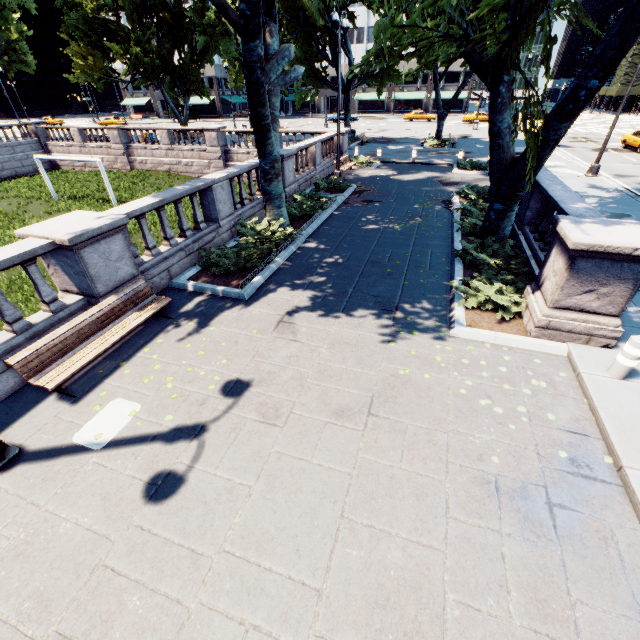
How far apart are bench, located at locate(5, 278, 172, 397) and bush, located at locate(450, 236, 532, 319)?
7.7m

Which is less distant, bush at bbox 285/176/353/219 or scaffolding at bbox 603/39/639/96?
bush at bbox 285/176/353/219

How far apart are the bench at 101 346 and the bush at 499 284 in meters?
7.7 m

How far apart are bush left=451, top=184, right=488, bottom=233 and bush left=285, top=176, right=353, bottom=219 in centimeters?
527cm

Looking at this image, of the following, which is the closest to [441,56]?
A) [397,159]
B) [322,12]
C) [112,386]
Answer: [112,386]

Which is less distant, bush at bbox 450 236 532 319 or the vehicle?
bush at bbox 450 236 532 319

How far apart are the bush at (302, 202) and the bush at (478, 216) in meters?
5.3 m

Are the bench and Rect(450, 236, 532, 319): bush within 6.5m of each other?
no
